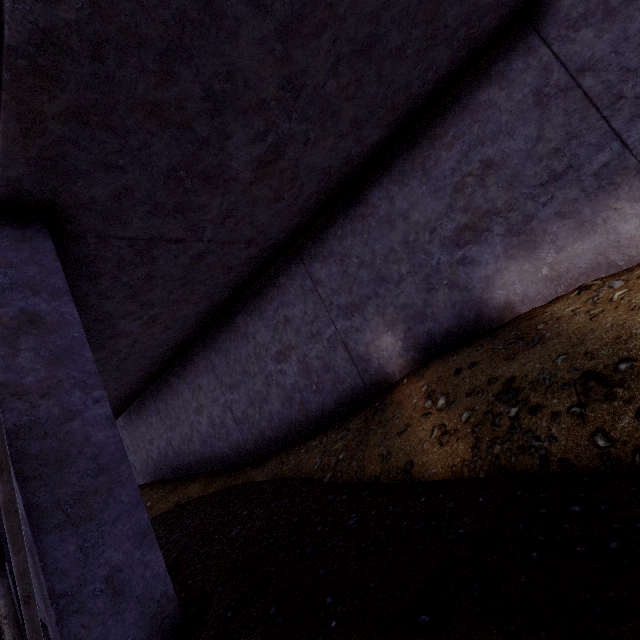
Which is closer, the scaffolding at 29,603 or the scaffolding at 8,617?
the scaffolding at 29,603

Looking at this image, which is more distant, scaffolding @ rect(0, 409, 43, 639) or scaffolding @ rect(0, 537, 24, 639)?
scaffolding @ rect(0, 537, 24, 639)

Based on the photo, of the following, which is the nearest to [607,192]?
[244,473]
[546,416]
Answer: [546,416]
